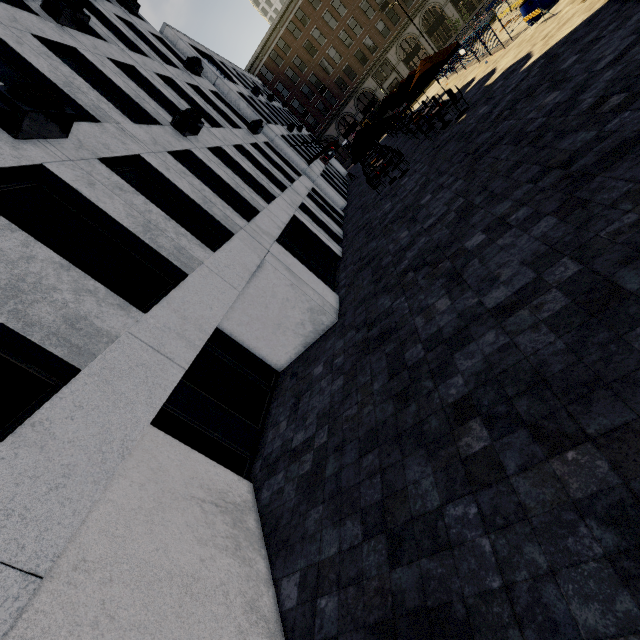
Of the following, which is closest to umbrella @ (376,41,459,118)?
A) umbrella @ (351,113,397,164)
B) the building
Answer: umbrella @ (351,113,397,164)

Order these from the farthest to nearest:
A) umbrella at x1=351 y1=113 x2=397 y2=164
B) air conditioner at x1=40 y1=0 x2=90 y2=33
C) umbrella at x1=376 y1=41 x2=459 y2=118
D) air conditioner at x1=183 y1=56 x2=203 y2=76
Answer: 1. air conditioner at x1=183 y1=56 x2=203 y2=76
2. umbrella at x1=351 y1=113 x2=397 y2=164
3. umbrella at x1=376 y1=41 x2=459 y2=118
4. air conditioner at x1=40 y1=0 x2=90 y2=33

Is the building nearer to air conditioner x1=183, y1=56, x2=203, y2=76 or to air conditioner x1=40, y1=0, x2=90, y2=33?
air conditioner x1=183, y1=56, x2=203, y2=76

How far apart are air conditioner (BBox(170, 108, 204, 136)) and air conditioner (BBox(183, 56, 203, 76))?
8.07m

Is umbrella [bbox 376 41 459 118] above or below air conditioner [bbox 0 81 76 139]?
below

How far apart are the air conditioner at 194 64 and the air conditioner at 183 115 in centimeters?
807cm

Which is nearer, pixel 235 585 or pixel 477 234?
pixel 235 585

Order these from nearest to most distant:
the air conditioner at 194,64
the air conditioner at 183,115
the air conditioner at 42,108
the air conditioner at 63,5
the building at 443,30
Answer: the air conditioner at 42,108 < the air conditioner at 63,5 < the air conditioner at 183,115 < the air conditioner at 194,64 < the building at 443,30
